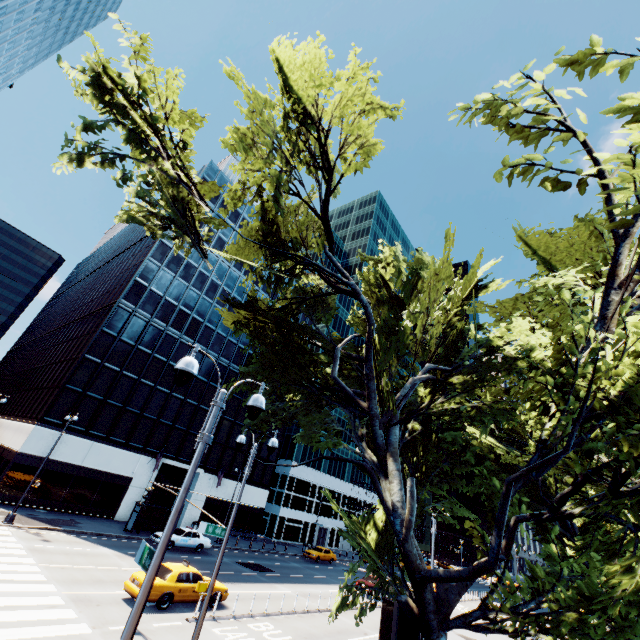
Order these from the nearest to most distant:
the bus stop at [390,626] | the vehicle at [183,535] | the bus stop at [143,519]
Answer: the bus stop at [390,626] < the vehicle at [183,535] < the bus stop at [143,519]

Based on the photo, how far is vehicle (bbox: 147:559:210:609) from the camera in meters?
14.6 m

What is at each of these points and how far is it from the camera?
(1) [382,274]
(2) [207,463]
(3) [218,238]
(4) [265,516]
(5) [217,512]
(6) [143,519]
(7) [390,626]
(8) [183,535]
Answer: (1) tree, 14.1m
(2) building, 39.9m
(3) building, 46.4m
(4) building, 50.0m
(5) building, 40.0m
(6) bus stop, 29.0m
(7) bus stop, 16.7m
(8) vehicle, 27.1m

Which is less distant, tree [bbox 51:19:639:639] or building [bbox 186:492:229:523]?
tree [bbox 51:19:639:639]

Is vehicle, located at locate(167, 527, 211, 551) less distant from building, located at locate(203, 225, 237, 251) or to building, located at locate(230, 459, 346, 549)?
building, located at locate(203, 225, 237, 251)

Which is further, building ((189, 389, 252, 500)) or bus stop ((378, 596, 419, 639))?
building ((189, 389, 252, 500))

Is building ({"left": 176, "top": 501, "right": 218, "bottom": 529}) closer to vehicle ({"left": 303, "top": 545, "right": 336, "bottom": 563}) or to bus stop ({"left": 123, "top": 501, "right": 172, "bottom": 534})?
bus stop ({"left": 123, "top": 501, "right": 172, "bottom": 534})

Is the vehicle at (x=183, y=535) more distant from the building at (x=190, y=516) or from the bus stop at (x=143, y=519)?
the building at (x=190, y=516)
